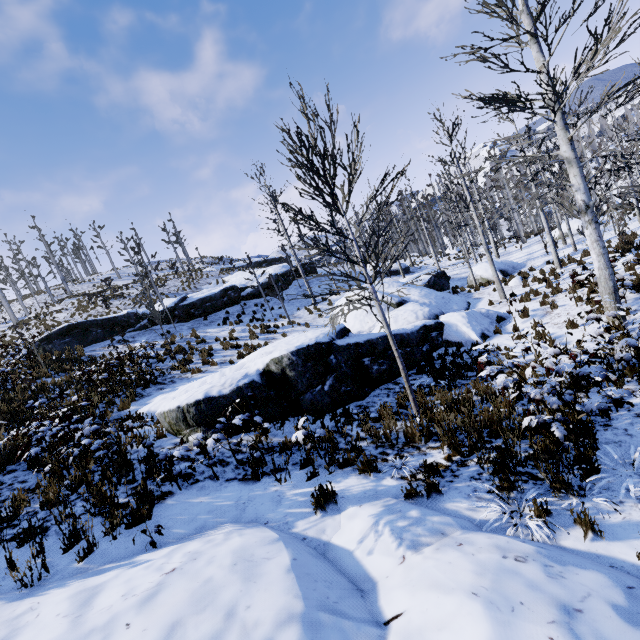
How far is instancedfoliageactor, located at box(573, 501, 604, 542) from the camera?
3.3 meters

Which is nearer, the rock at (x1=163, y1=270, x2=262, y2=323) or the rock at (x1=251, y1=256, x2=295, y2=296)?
the rock at (x1=163, y1=270, x2=262, y2=323)

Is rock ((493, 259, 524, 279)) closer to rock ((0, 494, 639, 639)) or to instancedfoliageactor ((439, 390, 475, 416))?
instancedfoliageactor ((439, 390, 475, 416))

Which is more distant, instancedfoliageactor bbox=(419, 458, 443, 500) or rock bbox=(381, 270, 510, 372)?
rock bbox=(381, 270, 510, 372)

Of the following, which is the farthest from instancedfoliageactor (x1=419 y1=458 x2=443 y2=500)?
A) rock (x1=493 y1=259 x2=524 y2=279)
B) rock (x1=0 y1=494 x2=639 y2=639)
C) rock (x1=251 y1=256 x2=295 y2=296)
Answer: rock (x1=251 y1=256 x2=295 y2=296)

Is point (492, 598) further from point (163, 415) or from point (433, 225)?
point (433, 225)

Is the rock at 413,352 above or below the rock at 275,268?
below

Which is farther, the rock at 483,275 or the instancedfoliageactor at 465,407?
the rock at 483,275
